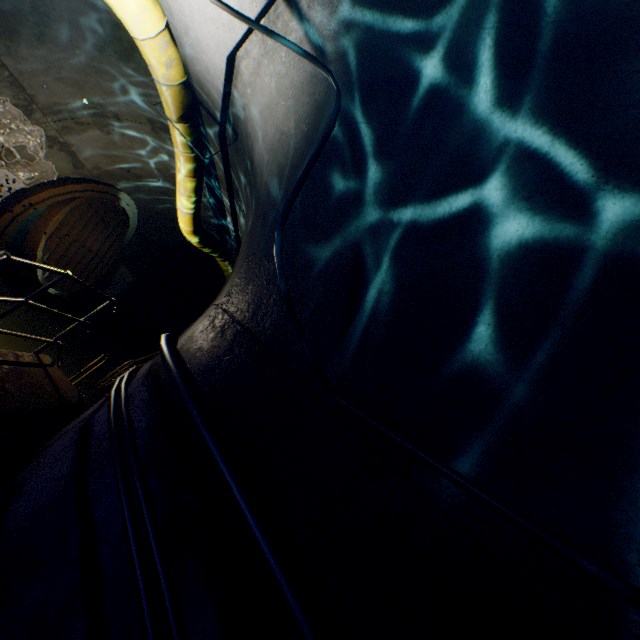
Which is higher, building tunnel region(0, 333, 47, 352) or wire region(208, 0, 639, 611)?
wire region(208, 0, 639, 611)

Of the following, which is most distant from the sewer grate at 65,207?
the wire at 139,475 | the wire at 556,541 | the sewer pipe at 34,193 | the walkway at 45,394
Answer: the wire at 556,541

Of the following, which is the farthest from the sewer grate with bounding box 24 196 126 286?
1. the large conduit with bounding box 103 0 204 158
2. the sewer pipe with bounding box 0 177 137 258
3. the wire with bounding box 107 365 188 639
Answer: the wire with bounding box 107 365 188 639

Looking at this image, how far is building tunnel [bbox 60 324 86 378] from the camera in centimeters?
745cm

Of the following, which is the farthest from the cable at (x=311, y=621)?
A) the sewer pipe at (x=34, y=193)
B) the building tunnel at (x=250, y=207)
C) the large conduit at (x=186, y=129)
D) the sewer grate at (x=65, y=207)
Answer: the sewer grate at (x=65, y=207)

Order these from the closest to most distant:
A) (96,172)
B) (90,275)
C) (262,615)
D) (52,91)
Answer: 1. (262,615)
2. (52,91)
3. (96,172)
4. (90,275)

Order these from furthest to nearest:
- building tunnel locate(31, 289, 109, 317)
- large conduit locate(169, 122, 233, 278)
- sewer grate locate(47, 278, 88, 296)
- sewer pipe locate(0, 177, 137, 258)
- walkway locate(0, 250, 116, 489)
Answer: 1. building tunnel locate(31, 289, 109, 317)
2. sewer grate locate(47, 278, 88, 296)
3. sewer pipe locate(0, 177, 137, 258)
4. large conduit locate(169, 122, 233, 278)
5. walkway locate(0, 250, 116, 489)
